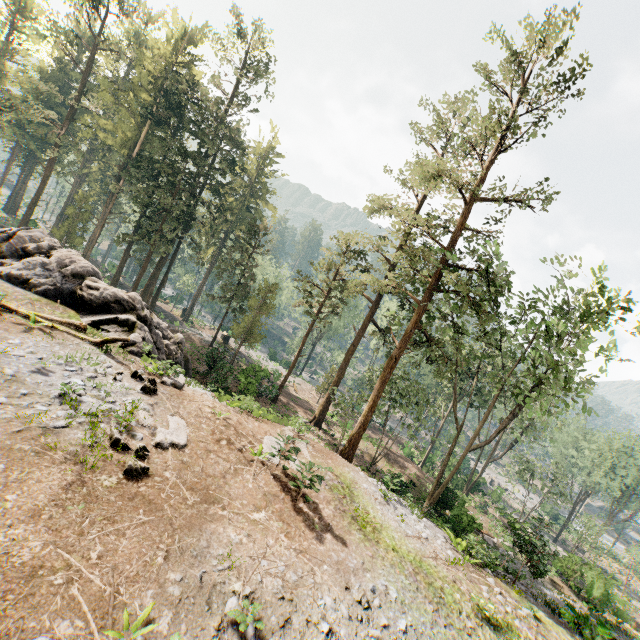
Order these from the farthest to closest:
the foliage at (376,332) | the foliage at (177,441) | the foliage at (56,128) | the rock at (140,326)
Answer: the foliage at (56,128)
the foliage at (376,332)
the rock at (140,326)
the foliage at (177,441)

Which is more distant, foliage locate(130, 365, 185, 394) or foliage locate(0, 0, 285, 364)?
foliage locate(0, 0, 285, 364)

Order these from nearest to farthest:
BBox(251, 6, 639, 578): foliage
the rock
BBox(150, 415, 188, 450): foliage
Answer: BBox(150, 415, 188, 450): foliage < the rock < BBox(251, 6, 639, 578): foliage

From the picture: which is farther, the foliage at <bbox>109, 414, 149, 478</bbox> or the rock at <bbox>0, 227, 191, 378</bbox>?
the rock at <bbox>0, 227, 191, 378</bbox>

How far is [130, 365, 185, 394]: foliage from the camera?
13.0m

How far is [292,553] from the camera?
8.9m

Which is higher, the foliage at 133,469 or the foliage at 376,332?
the foliage at 376,332
